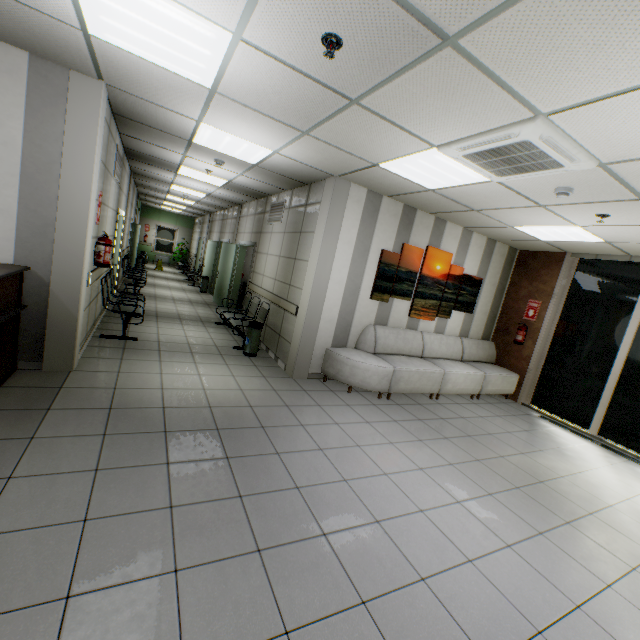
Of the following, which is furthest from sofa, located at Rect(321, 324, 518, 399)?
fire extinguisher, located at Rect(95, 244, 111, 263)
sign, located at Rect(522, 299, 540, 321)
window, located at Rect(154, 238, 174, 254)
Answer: window, located at Rect(154, 238, 174, 254)

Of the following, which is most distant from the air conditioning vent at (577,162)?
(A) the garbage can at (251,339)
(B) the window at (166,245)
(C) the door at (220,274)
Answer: (B) the window at (166,245)

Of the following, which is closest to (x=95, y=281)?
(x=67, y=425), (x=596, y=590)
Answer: (x=67, y=425)

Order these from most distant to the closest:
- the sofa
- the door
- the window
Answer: the window < the door < the sofa

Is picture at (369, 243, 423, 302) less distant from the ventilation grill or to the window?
the ventilation grill

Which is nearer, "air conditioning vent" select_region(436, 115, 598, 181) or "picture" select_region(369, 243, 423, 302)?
"air conditioning vent" select_region(436, 115, 598, 181)

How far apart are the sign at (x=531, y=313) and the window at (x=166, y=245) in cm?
1959

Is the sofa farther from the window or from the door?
the window
